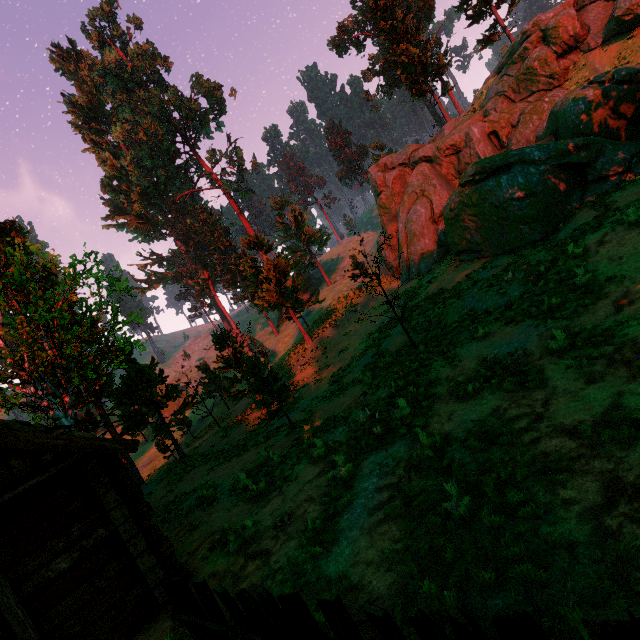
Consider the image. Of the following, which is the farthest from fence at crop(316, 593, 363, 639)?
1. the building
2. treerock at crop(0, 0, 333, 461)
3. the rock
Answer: the rock

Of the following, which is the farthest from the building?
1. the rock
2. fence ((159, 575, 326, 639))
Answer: the rock

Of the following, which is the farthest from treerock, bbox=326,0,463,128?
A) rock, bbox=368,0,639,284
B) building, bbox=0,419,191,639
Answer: rock, bbox=368,0,639,284

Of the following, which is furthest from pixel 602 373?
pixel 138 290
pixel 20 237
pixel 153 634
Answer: pixel 138 290

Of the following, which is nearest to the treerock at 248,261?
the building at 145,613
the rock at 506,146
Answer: the building at 145,613

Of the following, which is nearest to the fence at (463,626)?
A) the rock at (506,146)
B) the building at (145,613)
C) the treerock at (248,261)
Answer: the treerock at (248,261)
